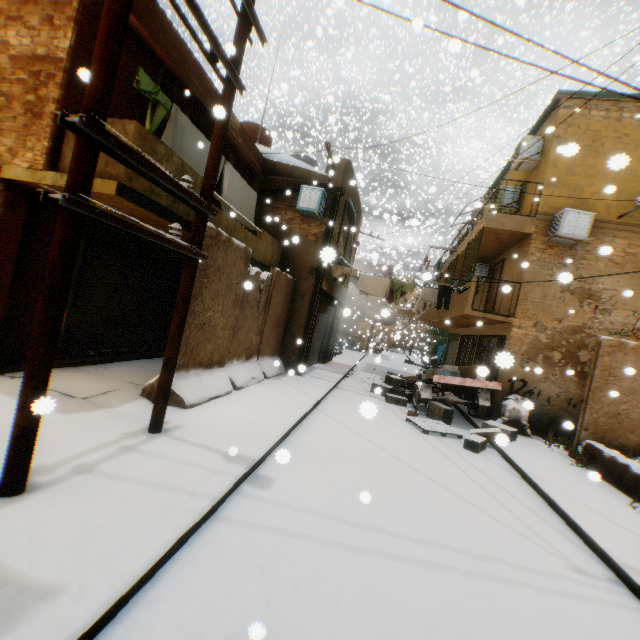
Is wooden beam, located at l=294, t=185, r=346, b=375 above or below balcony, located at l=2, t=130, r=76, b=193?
above

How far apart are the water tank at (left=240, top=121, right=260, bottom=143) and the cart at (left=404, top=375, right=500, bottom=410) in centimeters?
1120cm

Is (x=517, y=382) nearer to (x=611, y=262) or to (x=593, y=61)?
(x=611, y=262)

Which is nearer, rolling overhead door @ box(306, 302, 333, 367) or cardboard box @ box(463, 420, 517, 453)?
cardboard box @ box(463, 420, 517, 453)

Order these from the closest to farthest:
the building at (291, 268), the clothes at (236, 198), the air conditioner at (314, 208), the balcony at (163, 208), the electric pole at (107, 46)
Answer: the electric pole at (107, 46) < the balcony at (163, 208) < the clothes at (236, 198) < the building at (291, 268) < the air conditioner at (314, 208)

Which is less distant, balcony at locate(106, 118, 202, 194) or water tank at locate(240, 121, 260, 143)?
balcony at locate(106, 118, 202, 194)

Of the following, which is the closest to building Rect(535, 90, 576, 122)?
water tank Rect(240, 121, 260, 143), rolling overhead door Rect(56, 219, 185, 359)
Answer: rolling overhead door Rect(56, 219, 185, 359)

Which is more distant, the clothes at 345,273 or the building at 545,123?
the clothes at 345,273
